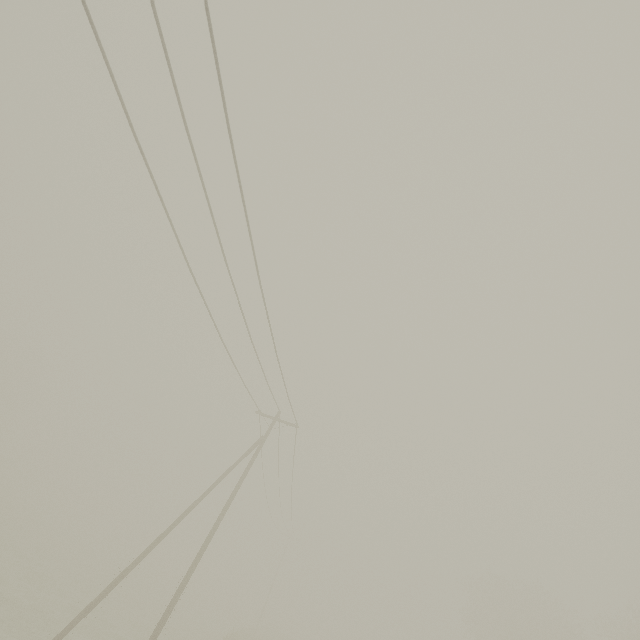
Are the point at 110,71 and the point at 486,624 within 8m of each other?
no
